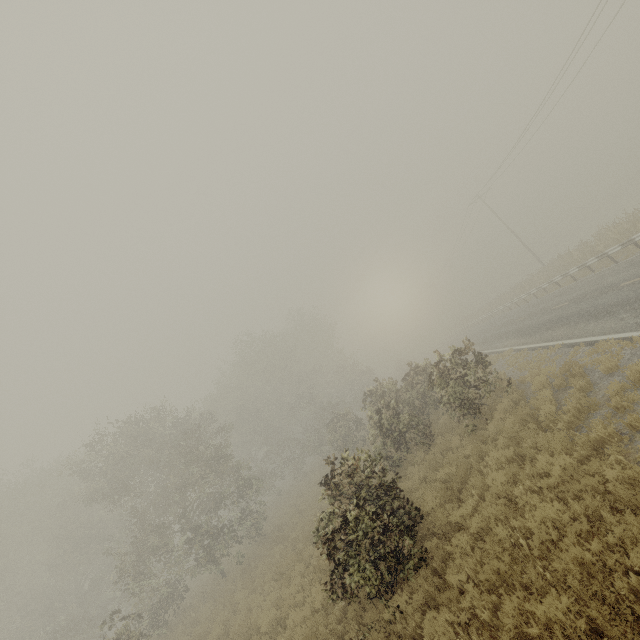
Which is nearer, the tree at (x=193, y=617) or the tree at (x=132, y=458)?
the tree at (x=132, y=458)

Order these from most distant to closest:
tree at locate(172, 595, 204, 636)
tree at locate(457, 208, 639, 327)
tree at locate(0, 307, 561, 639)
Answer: tree at locate(457, 208, 639, 327), tree at locate(172, 595, 204, 636), tree at locate(0, 307, 561, 639)

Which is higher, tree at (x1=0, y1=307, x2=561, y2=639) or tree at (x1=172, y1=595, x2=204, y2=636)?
tree at (x1=0, y1=307, x2=561, y2=639)

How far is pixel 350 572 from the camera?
6.20m

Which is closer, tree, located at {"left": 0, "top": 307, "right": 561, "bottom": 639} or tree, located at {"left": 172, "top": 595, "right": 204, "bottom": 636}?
tree, located at {"left": 0, "top": 307, "right": 561, "bottom": 639}

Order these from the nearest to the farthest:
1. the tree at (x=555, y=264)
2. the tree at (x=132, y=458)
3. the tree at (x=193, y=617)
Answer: the tree at (x=132, y=458), the tree at (x=193, y=617), the tree at (x=555, y=264)
